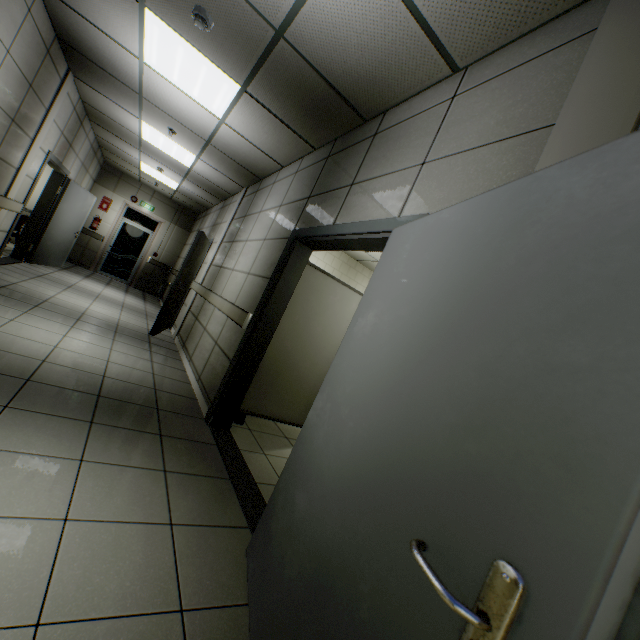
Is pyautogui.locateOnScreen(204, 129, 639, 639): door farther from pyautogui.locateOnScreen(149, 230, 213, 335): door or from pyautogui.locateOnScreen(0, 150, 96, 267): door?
pyautogui.locateOnScreen(0, 150, 96, 267): door

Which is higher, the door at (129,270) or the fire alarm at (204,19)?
the fire alarm at (204,19)

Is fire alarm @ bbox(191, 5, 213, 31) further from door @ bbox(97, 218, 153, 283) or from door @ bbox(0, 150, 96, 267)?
door @ bbox(97, 218, 153, 283)

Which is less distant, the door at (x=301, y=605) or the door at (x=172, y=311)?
the door at (x=301, y=605)

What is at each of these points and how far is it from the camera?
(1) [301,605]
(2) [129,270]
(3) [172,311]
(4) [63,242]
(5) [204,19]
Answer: (1) door, 1.12m
(2) door, 10.99m
(3) door, 6.34m
(4) door, 7.76m
(5) fire alarm, 2.61m

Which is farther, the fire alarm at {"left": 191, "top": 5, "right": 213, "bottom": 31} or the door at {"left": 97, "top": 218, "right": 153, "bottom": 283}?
the door at {"left": 97, "top": 218, "right": 153, "bottom": 283}

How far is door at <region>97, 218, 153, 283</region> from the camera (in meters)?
10.62

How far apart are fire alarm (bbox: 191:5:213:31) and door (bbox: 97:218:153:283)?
9.63m
